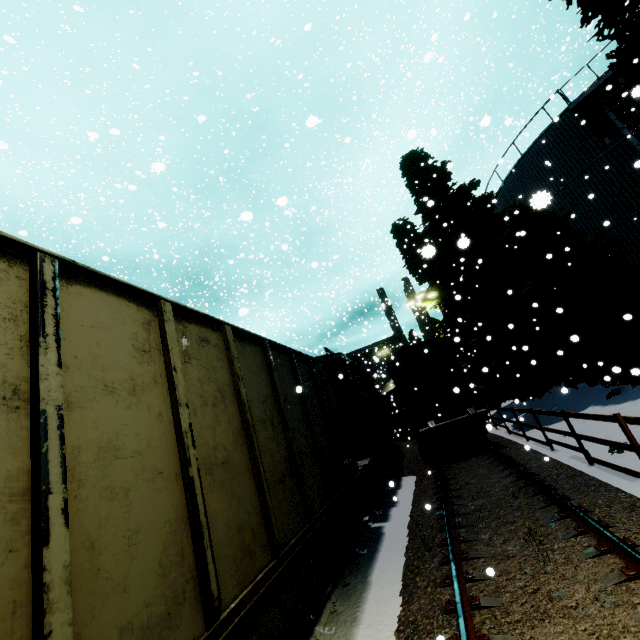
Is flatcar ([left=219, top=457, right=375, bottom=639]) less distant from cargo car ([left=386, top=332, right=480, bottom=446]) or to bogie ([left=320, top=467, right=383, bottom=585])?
bogie ([left=320, top=467, right=383, bottom=585])

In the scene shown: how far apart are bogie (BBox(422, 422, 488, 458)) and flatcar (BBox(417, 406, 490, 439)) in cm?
1

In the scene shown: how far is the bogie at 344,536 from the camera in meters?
5.5

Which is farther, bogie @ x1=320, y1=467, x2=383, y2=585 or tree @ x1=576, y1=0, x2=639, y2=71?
tree @ x1=576, y1=0, x2=639, y2=71

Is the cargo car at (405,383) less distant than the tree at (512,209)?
No

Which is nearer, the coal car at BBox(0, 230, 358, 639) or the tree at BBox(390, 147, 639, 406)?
the coal car at BBox(0, 230, 358, 639)

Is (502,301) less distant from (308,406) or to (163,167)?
(308,406)

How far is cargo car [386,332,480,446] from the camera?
14.2m
